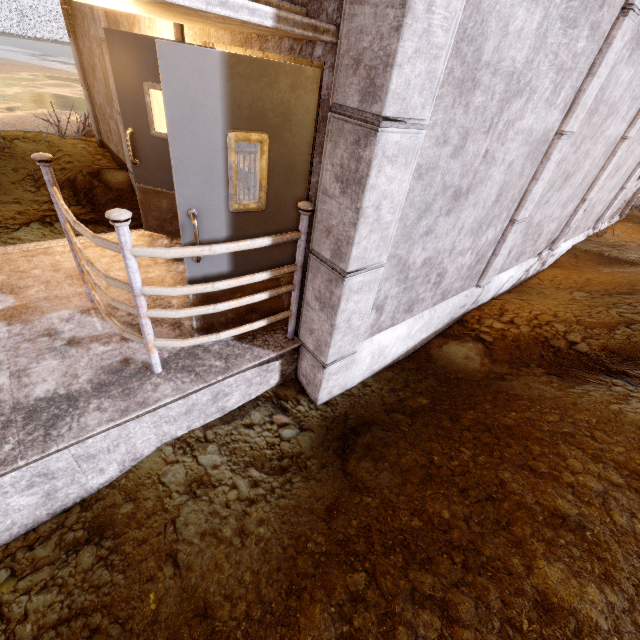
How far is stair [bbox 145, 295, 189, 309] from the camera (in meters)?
3.36

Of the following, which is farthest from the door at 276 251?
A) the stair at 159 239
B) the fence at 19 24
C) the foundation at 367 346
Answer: the fence at 19 24

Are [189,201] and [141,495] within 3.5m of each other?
yes

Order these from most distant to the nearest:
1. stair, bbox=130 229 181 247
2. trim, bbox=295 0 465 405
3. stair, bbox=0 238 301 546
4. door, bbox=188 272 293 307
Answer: stair, bbox=130 229 181 247 < door, bbox=188 272 293 307 < stair, bbox=0 238 301 546 < trim, bbox=295 0 465 405

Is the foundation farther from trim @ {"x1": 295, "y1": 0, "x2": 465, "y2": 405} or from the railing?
the railing

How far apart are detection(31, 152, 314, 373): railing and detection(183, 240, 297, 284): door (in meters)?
0.10

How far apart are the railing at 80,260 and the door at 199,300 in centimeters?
10cm

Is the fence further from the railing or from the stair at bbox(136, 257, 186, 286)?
the railing
